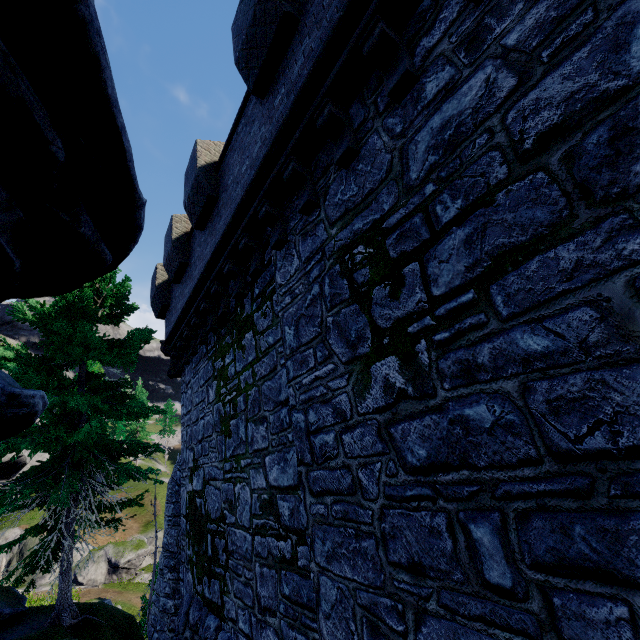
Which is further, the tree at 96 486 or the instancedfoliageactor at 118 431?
the instancedfoliageactor at 118 431

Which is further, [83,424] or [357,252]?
[83,424]

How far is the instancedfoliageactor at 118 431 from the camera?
52.29m

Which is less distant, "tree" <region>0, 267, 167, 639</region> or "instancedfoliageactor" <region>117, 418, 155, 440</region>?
"tree" <region>0, 267, 167, 639</region>

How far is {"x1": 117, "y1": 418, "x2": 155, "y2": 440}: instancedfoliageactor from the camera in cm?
5229

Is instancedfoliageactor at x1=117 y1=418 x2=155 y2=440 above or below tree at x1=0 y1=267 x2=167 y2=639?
above
